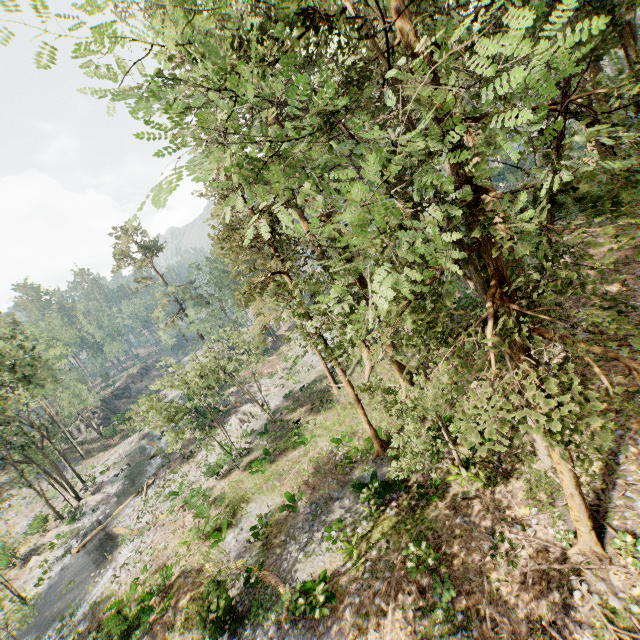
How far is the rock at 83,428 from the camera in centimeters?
4988cm

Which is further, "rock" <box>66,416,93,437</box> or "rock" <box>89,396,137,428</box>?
"rock" <box>89,396,137,428</box>

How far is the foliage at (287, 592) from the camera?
12.3m

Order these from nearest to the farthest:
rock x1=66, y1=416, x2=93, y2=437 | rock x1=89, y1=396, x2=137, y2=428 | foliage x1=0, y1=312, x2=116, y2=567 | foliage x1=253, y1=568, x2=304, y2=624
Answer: foliage x1=253, y1=568, x2=304, y2=624, foliage x1=0, y1=312, x2=116, y2=567, rock x1=66, y1=416, x2=93, y2=437, rock x1=89, y1=396, x2=137, y2=428

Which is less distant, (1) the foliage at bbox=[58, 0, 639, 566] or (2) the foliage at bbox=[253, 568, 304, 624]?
(1) the foliage at bbox=[58, 0, 639, 566]

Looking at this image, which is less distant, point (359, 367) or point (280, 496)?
point (280, 496)

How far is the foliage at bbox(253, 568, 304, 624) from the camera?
12.31m

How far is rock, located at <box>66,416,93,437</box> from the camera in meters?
49.9 m
